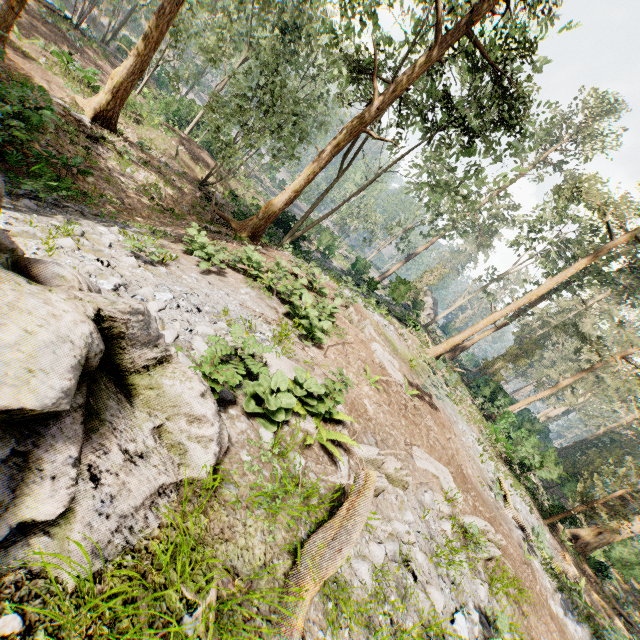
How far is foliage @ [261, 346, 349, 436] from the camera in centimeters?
490cm

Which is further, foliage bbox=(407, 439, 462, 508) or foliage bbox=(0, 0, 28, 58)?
foliage bbox=(0, 0, 28, 58)

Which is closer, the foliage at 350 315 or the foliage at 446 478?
the foliage at 446 478

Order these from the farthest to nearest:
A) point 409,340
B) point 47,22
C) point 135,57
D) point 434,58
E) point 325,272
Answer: point 325,272, point 47,22, point 409,340, point 135,57, point 434,58

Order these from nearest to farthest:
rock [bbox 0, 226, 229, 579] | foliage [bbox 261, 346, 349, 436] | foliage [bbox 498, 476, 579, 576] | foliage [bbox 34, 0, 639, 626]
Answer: rock [bbox 0, 226, 229, 579], foliage [bbox 261, 346, 349, 436], foliage [bbox 498, 476, 579, 576], foliage [bbox 34, 0, 639, 626]

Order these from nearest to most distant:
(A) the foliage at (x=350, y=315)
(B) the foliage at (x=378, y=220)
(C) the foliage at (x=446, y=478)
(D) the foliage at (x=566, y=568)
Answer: (C) the foliage at (x=446, y=478) → (A) the foliage at (x=350, y=315) → (D) the foliage at (x=566, y=568) → (B) the foliage at (x=378, y=220)
